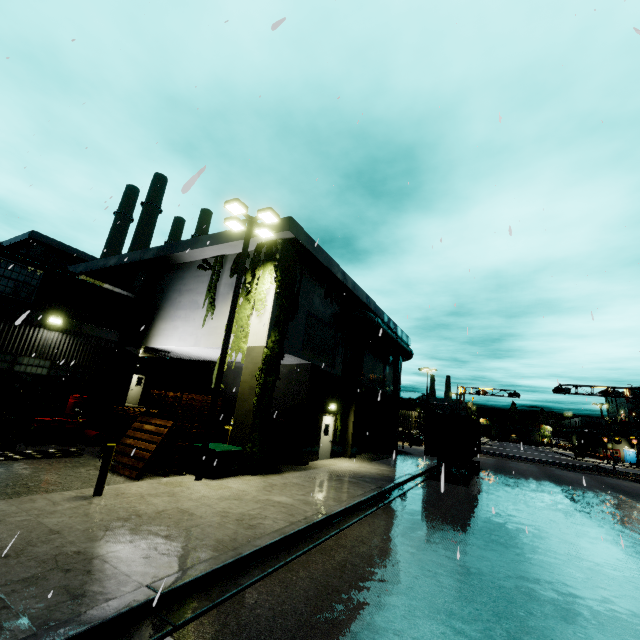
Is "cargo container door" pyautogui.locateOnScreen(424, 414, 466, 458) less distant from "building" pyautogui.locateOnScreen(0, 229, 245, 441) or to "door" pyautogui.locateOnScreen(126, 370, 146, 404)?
"building" pyautogui.locateOnScreen(0, 229, 245, 441)

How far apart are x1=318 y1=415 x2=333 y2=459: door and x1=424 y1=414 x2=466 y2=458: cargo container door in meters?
5.2 m

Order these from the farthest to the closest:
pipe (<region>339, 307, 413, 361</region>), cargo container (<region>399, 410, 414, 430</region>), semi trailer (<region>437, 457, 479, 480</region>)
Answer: cargo container (<region>399, 410, 414, 430</region>), pipe (<region>339, 307, 413, 361</region>), semi trailer (<region>437, 457, 479, 480</region>)

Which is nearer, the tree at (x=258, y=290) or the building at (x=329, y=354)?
the tree at (x=258, y=290)

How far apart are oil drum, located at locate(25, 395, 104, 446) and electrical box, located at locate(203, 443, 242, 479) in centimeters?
630cm

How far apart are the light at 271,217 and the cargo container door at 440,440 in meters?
12.6

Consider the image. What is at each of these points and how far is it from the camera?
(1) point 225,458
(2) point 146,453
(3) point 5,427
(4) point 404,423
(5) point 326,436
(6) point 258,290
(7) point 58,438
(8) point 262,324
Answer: (1) electrical box, 11.24m
(2) pallet, 10.56m
(3) forklift, 11.14m
(4) cargo container, 43.88m
(5) door, 18.67m
(6) tree, 14.04m
(7) oil drum, 14.07m
(8) building, 13.59m

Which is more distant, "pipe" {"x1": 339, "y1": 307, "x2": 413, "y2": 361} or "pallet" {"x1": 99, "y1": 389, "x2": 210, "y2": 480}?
"pipe" {"x1": 339, "y1": 307, "x2": 413, "y2": 361}
